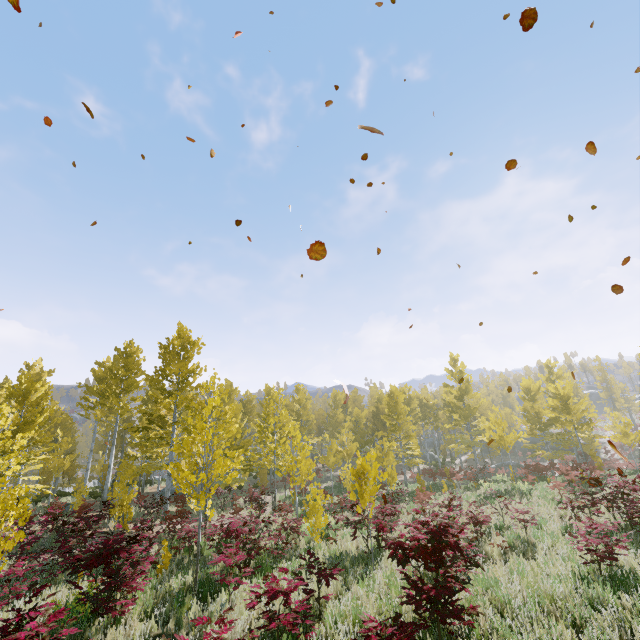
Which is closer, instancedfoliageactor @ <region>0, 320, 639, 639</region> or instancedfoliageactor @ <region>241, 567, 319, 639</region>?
instancedfoliageactor @ <region>241, 567, 319, 639</region>

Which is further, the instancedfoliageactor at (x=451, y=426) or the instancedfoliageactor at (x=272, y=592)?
the instancedfoliageactor at (x=451, y=426)

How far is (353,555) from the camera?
9.9 meters

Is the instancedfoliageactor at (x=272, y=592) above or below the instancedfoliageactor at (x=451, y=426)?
below

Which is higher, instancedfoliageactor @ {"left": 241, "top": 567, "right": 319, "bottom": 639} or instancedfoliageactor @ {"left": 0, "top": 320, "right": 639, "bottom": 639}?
instancedfoliageactor @ {"left": 0, "top": 320, "right": 639, "bottom": 639}
